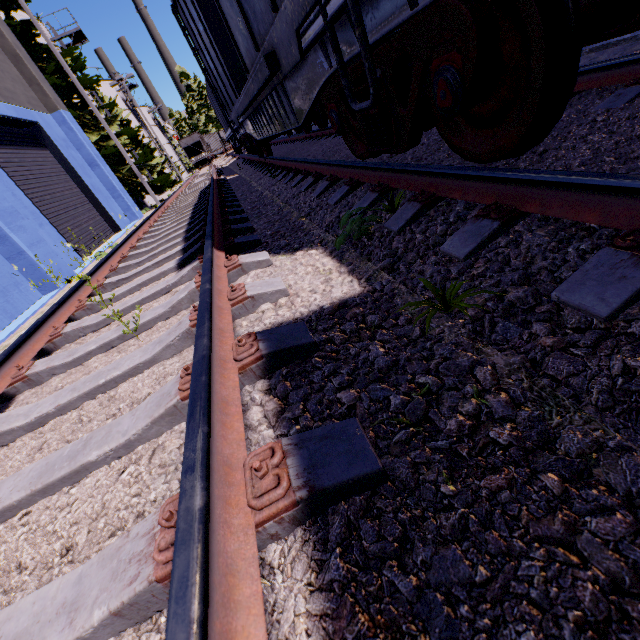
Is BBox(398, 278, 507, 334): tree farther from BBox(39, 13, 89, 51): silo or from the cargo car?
BBox(39, 13, 89, 51): silo

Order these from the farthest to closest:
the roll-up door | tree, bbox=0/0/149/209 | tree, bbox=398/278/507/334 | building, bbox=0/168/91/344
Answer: tree, bbox=0/0/149/209, the roll-up door, building, bbox=0/168/91/344, tree, bbox=398/278/507/334

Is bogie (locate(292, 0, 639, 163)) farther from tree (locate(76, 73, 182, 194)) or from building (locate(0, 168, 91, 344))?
tree (locate(76, 73, 182, 194))

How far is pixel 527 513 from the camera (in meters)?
0.83

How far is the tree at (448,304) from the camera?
1.5m

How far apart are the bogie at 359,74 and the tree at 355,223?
0.57m

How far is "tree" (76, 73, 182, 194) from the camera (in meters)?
17.19

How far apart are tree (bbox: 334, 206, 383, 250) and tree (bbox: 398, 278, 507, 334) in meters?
1.0 m
